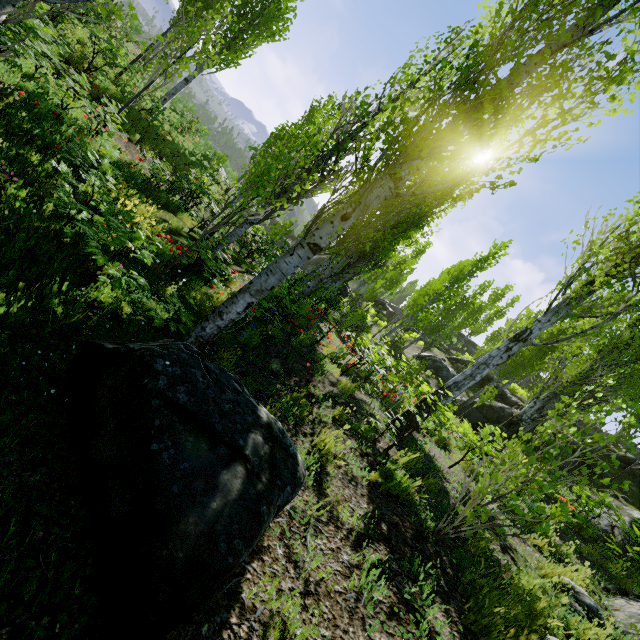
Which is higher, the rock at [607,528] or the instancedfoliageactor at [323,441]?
the rock at [607,528]

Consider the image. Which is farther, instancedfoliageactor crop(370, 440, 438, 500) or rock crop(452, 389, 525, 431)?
rock crop(452, 389, 525, 431)

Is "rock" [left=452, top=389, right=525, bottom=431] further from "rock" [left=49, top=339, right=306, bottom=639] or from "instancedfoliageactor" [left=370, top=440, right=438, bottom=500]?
"rock" [left=49, top=339, right=306, bottom=639]

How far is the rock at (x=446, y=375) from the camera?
22.1m

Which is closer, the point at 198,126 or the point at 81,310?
the point at 81,310

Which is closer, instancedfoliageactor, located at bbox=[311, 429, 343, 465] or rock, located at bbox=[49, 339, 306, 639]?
rock, located at bbox=[49, 339, 306, 639]

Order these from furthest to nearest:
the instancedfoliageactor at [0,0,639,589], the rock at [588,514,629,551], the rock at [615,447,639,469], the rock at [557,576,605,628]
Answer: the rock at [615,447,639,469]
the rock at [588,514,629,551]
the rock at [557,576,605,628]
the instancedfoliageactor at [0,0,639,589]

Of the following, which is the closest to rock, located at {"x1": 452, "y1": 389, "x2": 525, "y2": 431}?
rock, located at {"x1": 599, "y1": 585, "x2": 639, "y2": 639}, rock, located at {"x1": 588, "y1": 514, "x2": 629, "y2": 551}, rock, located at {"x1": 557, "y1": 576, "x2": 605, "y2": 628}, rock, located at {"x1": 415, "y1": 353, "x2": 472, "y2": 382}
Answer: rock, located at {"x1": 588, "y1": 514, "x2": 629, "y2": 551}
